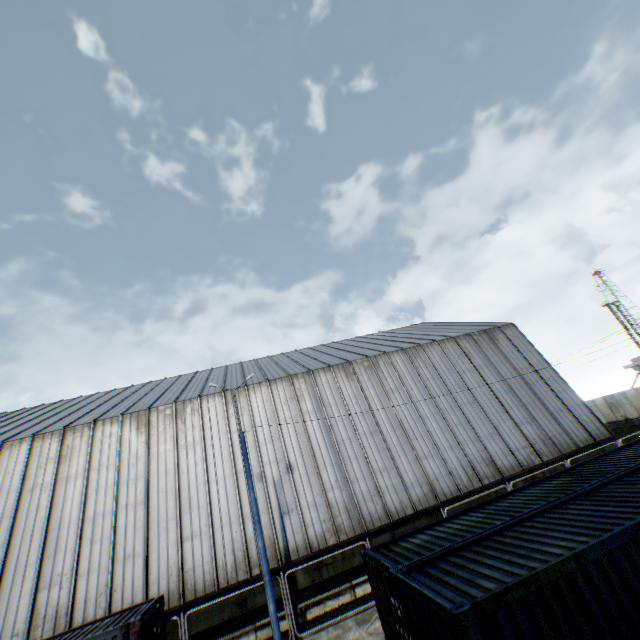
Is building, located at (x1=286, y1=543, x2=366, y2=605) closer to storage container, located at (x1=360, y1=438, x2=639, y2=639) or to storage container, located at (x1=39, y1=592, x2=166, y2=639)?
storage container, located at (x1=39, y1=592, x2=166, y2=639)

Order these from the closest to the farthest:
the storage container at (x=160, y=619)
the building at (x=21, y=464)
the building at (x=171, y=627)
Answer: the storage container at (x=160, y=619)
the building at (x=171, y=627)
the building at (x=21, y=464)

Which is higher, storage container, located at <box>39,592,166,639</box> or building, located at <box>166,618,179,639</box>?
storage container, located at <box>39,592,166,639</box>

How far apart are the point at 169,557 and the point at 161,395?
10.5m

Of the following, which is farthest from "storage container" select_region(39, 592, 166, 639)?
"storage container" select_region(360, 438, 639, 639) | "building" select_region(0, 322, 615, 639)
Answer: "storage container" select_region(360, 438, 639, 639)

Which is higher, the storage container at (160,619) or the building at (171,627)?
the storage container at (160,619)
